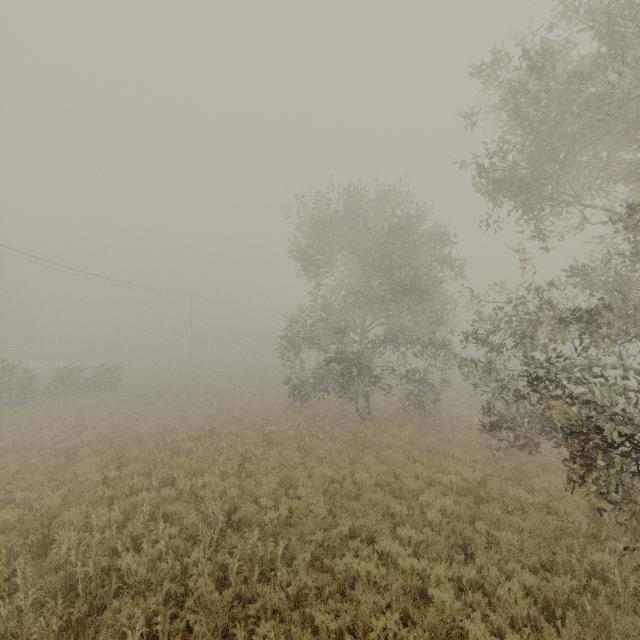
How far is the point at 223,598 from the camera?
5.8m
